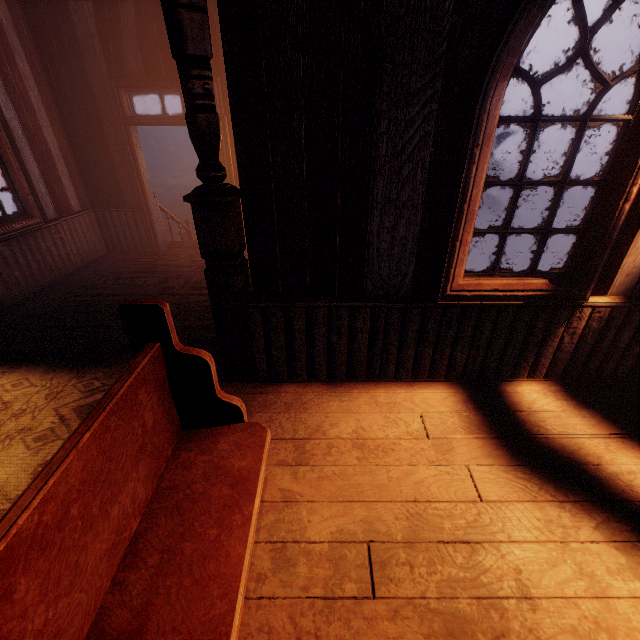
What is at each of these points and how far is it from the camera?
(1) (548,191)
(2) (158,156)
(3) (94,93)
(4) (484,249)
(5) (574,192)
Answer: (1) instancedfoliageactor, 14.02m
(2) z, 30.86m
(3) building, 5.23m
(4) z, 9.01m
(5) instancedfoliageactor, 12.98m

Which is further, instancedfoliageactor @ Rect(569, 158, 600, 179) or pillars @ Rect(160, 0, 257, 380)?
instancedfoliageactor @ Rect(569, 158, 600, 179)

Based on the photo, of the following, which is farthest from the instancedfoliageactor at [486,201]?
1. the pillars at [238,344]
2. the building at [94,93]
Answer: the pillars at [238,344]

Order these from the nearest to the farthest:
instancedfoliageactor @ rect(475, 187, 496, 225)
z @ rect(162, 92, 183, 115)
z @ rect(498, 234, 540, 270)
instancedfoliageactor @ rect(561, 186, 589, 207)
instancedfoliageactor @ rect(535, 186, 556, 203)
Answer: z @ rect(498, 234, 540, 270) → instancedfoliageactor @ rect(475, 187, 496, 225) → instancedfoliageactor @ rect(561, 186, 589, 207) → instancedfoliageactor @ rect(535, 186, 556, 203) → z @ rect(162, 92, 183, 115)

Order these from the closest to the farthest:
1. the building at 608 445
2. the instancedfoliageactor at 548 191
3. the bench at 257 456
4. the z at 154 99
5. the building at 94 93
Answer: the bench at 257 456 → the building at 608 445 → the building at 94 93 → the instancedfoliageactor at 548 191 → the z at 154 99

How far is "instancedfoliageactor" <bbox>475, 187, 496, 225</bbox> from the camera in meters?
11.8 m

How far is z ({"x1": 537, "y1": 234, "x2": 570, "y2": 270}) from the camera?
8.2m

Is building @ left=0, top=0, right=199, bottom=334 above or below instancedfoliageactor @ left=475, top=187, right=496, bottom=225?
above
